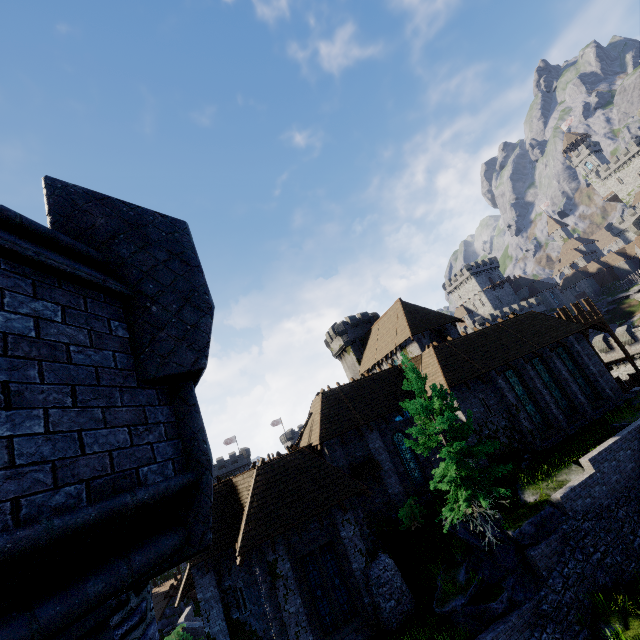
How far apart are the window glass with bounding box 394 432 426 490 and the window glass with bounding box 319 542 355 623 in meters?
7.7 m

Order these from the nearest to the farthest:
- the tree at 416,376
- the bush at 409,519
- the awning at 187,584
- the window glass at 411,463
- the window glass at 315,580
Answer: the tree at 416,376 → the window glass at 315,580 → the awning at 187,584 → the bush at 409,519 → the window glass at 411,463

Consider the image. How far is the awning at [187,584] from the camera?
16.4m

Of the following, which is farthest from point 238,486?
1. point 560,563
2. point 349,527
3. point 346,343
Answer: point 346,343

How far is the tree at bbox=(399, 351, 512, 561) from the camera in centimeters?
1458cm

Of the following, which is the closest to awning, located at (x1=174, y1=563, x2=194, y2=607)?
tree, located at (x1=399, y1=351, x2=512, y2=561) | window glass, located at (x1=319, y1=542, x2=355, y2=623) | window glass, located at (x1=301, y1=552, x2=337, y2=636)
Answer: window glass, located at (x1=301, y1=552, x2=337, y2=636)

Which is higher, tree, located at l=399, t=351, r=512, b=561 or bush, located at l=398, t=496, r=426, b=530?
tree, located at l=399, t=351, r=512, b=561

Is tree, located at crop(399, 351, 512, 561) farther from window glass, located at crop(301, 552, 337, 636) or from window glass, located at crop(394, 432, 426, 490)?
window glass, located at crop(301, 552, 337, 636)
